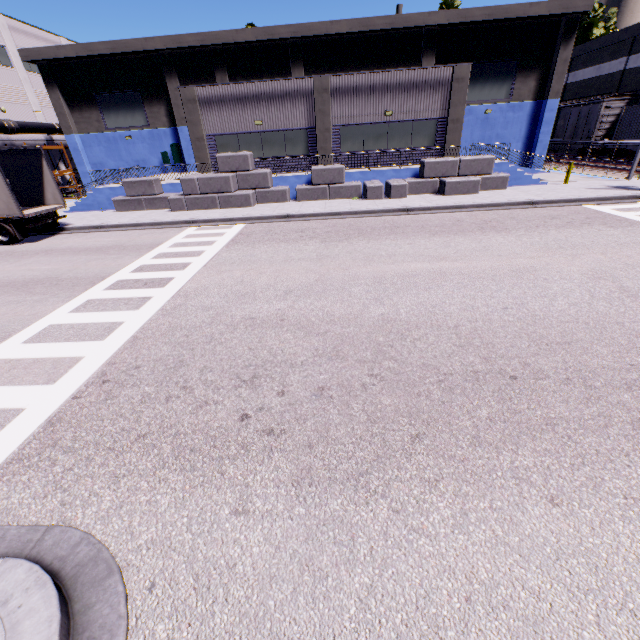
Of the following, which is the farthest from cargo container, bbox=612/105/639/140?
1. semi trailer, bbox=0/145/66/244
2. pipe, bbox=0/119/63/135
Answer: pipe, bbox=0/119/63/135

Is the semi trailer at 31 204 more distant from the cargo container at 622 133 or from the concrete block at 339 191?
the cargo container at 622 133

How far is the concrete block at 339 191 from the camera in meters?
18.7

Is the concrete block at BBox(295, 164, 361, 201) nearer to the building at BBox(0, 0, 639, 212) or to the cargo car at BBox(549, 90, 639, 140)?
the building at BBox(0, 0, 639, 212)

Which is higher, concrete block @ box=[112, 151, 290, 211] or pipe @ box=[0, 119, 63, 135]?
pipe @ box=[0, 119, 63, 135]

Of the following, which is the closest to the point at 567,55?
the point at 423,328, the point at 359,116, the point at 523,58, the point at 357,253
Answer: the point at 523,58

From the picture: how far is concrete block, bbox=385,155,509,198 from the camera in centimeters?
1798cm

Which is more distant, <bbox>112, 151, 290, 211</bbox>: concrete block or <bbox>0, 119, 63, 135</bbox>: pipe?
<bbox>0, 119, 63, 135</bbox>: pipe
